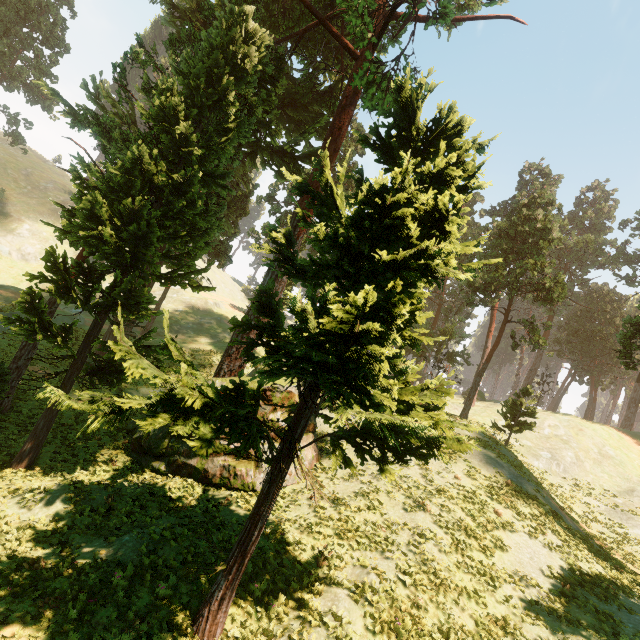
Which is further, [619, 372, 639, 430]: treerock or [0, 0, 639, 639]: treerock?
[619, 372, 639, 430]: treerock

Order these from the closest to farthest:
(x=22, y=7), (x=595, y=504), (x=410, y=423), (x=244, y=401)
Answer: (x=410, y=423), (x=244, y=401), (x=595, y=504), (x=22, y=7)

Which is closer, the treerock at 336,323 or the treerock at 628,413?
the treerock at 336,323
